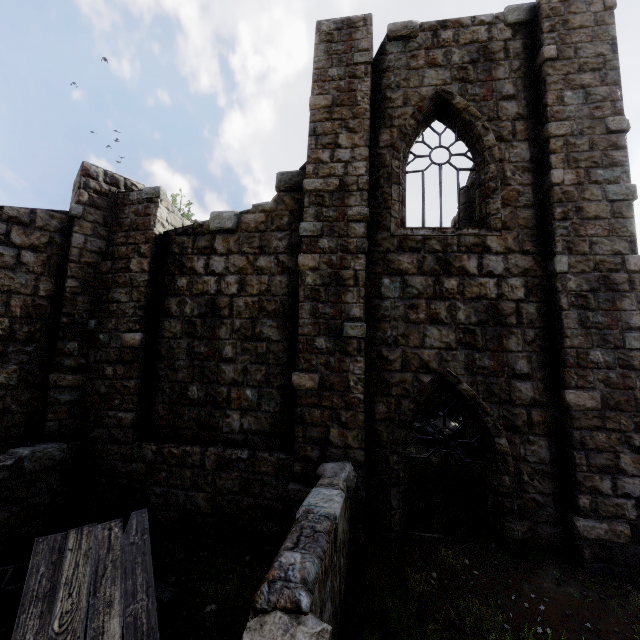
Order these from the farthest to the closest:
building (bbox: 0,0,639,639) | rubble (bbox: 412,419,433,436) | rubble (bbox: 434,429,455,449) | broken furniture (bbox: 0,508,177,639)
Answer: rubble (bbox: 412,419,433,436), rubble (bbox: 434,429,455,449), building (bbox: 0,0,639,639), broken furniture (bbox: 0,508,177,639)

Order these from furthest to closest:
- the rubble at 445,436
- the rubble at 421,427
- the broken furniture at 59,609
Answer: the rubble at 421,427, the rubble at 445,436, the broken furniture at 59,609

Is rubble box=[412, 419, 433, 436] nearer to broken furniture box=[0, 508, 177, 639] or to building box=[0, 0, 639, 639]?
building box=[0, 0, 639, 639]

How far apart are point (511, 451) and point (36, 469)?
8.43m

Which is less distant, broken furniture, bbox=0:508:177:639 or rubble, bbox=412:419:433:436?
broken furniture, bbox=0:508:177:639

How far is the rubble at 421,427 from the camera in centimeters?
1145cm

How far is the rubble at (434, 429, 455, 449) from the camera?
10.5m
